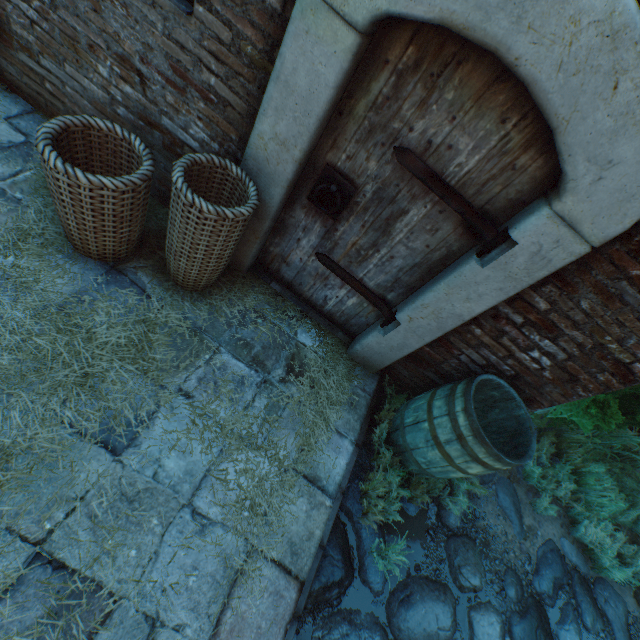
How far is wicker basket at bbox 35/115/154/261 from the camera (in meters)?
1.69

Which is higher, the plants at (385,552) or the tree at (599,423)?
the tree at (599,423)

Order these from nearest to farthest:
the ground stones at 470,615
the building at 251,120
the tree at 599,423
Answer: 1. the building at 251,120
2. the ground stones at 470,615
3. the tree at 599,423

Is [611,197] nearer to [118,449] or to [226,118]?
[226,118]

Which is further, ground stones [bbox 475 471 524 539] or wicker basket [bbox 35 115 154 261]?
ground stones [bbox 475 471 524 539]

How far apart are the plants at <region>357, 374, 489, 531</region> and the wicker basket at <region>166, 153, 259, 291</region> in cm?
190

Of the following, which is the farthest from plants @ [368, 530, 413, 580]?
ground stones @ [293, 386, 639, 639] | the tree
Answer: the tree

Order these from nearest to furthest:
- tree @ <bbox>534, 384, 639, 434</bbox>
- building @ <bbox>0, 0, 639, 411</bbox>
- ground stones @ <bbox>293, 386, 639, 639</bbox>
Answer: building @ <bbox>0, 0, 639, 411</bbox>
ground stones @ <bbox>293, 386, 639, 639</bbox>
tree @ <bbox>534, 384, 639, 434</bbox>
